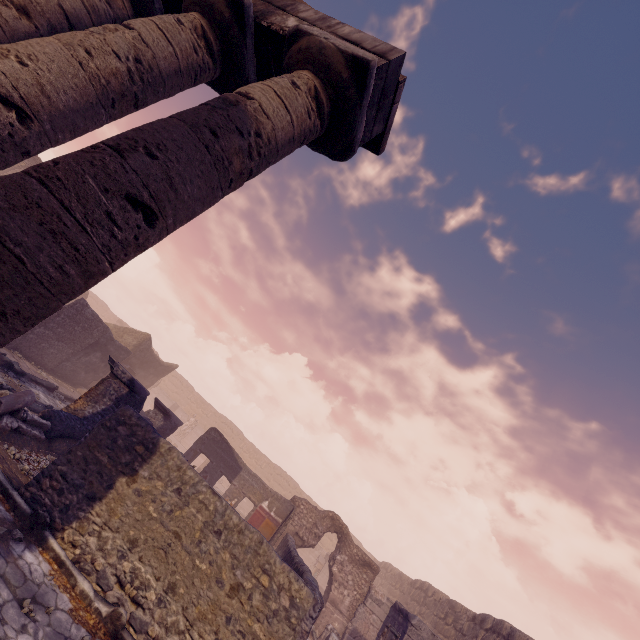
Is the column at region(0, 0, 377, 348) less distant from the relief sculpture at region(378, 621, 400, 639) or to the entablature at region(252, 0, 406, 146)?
the entablature at region(252, 0, 406, 146)

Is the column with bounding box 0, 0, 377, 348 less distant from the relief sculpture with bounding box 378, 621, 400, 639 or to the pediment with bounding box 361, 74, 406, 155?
the pediment with bounding box 361, 74, 406, 155

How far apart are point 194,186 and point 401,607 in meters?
14.2

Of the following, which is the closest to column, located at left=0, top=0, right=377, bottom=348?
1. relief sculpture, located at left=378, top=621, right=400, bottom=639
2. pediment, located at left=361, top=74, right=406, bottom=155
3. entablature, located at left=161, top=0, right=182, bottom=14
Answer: entablature, located at left=161, top=0, right=182, bottom=14

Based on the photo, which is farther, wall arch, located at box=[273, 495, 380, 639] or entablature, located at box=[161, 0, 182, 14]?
wall arch, located at box=[273, 495, 380, 639]

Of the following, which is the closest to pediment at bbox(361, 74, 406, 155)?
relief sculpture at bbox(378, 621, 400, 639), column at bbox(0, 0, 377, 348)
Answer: column at bbox(0, 0, 377, 348)

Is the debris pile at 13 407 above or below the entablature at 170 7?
below

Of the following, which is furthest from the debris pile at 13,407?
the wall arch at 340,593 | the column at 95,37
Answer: the wall arch at 340,593
